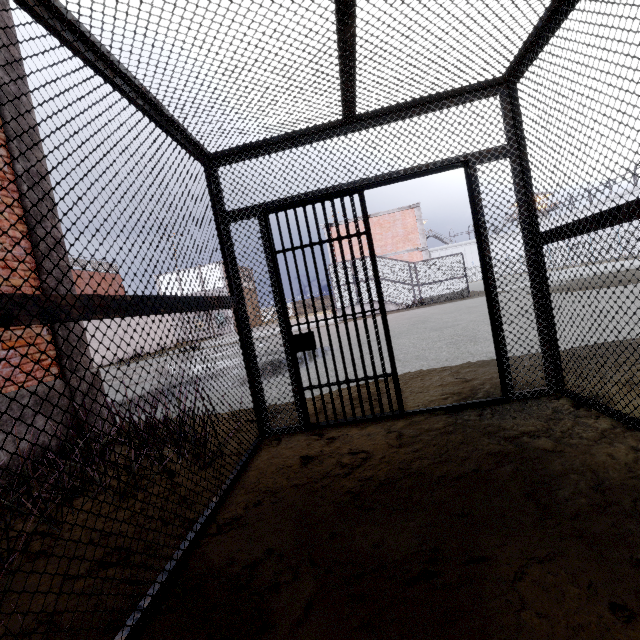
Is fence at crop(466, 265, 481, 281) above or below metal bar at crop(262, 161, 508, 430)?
above

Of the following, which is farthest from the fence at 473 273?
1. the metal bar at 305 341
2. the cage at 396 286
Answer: the metal bar at 305 341

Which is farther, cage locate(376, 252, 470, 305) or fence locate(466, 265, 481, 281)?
fence locate(466, 265, 481, 281)

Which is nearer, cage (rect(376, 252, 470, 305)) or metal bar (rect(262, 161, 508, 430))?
metal bar (rect(262, 161, 508, 430))

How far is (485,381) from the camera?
4.0m

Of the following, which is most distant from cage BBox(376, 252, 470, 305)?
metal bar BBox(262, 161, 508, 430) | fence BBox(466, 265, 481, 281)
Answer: metal bar BBox(262, 161, 508, 430)

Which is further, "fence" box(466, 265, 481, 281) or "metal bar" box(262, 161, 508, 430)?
"fence" box(466, 265, 481, 281)

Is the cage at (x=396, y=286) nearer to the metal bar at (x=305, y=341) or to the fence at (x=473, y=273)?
the fence at (x=473, y=273)
